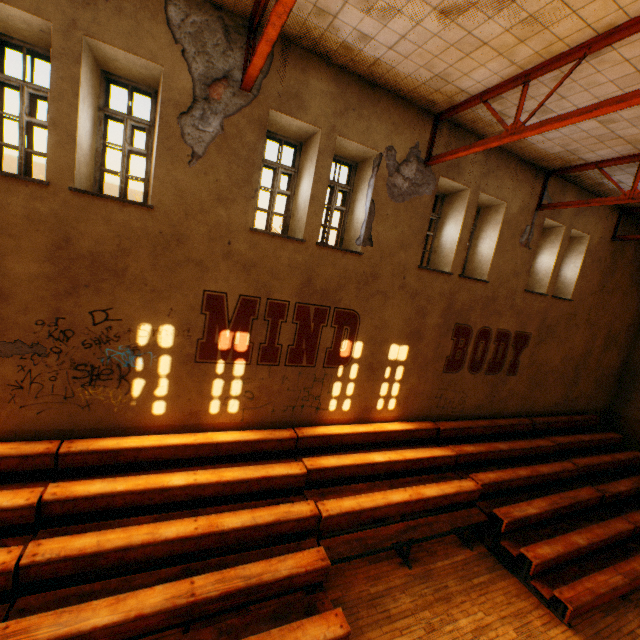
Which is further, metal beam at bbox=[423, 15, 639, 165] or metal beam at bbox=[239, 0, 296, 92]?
metal beam at bbox=[423, 15, 639, 165]

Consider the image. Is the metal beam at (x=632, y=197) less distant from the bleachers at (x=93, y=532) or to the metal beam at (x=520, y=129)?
the metal beam at (x=520, y=129)

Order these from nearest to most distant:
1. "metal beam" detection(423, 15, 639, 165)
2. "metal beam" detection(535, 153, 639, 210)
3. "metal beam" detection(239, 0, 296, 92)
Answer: "metal beam" detection(239, 0, 296, 92)
"metal beam" detection(423, 15, 639, 165)
"metal beam" detection(535, 153, 639, 210)

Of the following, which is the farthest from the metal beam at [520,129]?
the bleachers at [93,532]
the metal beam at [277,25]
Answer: the bleachers at [93,532]

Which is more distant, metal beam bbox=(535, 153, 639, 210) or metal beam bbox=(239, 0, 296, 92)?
metal beam bbox=(535, 153, 639, 210)

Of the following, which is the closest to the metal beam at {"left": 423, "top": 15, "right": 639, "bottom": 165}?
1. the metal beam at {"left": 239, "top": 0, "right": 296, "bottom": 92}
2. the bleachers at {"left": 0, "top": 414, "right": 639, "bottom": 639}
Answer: the metal beam at {"left": 239, "top": 0, "right": 296, "bottom": 92}

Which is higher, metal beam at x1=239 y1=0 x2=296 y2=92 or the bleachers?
metal beam at x1=239 y1=0 x2=296 y2=92

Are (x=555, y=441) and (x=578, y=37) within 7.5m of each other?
no
